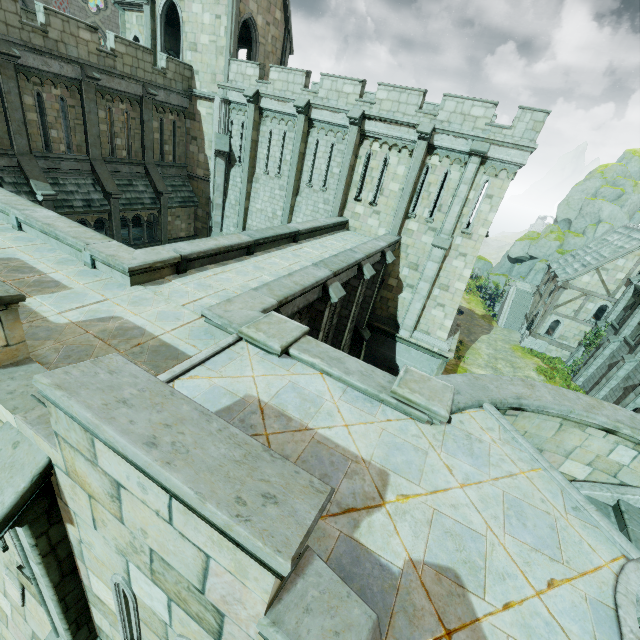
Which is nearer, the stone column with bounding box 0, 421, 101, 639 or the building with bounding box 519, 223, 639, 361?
the stone column with bounding box 0, 421, 101, 639

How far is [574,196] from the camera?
42.78m

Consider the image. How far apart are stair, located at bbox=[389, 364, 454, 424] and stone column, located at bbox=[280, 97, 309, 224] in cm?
1595

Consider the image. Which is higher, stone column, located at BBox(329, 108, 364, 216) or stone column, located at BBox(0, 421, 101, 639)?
stone column, located at BBox(329, 108, 364, 216)

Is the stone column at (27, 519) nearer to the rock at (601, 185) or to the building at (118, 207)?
the building at (118, 207)

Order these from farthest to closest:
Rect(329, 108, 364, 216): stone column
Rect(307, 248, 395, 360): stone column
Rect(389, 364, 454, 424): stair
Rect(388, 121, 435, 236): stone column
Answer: Rect(329, 108, 364, 216): stone column
Rect(388, 121, 435, 236): stone column
Rect(307, 248, 395, 360): stone column
Rect(389, 364, 454, 424): stair

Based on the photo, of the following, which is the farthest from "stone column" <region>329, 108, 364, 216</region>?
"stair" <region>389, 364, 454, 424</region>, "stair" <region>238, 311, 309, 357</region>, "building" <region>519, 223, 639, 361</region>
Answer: "building" <region>519, 223, 639, 361</region>

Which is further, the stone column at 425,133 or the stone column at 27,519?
the stone column at 425,133
